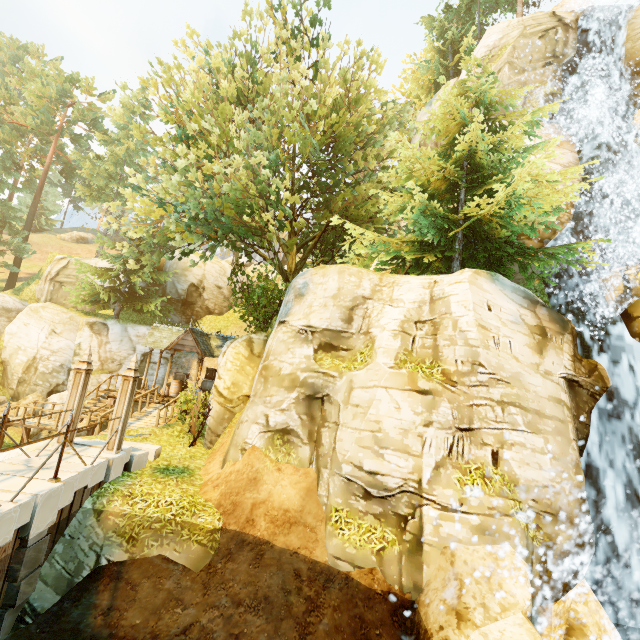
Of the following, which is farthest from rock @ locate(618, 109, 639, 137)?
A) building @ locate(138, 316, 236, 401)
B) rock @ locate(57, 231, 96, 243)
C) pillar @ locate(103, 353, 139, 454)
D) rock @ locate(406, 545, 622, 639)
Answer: rock @ locate(57, 231, 96, 243)

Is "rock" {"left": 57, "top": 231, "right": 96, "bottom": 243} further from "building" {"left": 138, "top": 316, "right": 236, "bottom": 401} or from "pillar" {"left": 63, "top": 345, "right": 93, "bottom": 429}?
"pillar" {"left": 63, "top": 345, "right": 93, "bottom": 429}

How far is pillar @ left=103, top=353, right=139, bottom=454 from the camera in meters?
8.8

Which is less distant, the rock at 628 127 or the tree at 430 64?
the tree at 430 64

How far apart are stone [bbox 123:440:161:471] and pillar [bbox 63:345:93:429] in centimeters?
92cm

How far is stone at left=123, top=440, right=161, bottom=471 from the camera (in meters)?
9.53

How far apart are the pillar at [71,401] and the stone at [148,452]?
0.9m

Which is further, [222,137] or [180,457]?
[222,137]
